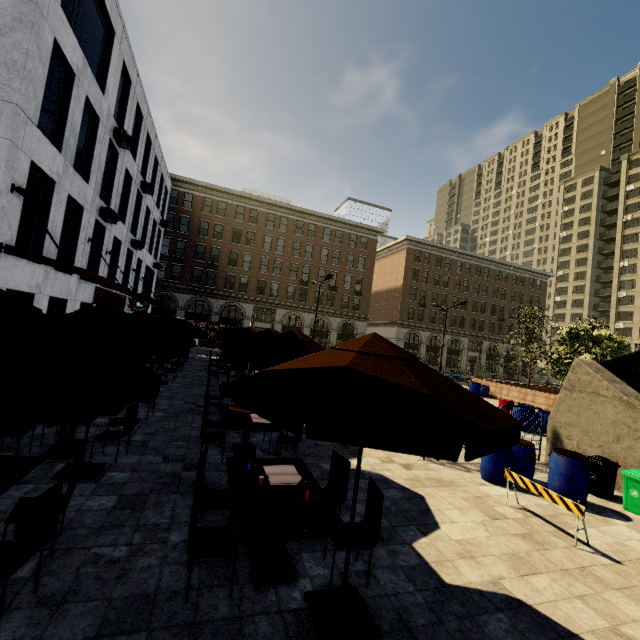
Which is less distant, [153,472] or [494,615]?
[494,615]

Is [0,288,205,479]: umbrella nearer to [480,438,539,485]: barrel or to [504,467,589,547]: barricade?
[504,467,589,547]: barricade

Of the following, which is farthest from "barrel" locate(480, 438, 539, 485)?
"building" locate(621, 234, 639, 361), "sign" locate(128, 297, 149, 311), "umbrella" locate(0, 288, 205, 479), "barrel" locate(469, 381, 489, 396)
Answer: "building" locate(621, 234, 639, 361)

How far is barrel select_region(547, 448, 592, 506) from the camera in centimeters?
677cm

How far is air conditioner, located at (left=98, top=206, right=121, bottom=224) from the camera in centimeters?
1528cm

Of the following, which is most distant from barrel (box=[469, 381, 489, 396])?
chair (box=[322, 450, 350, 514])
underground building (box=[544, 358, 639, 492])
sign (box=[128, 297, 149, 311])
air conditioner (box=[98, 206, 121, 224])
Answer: air conditioner (box=[98, 206, 121, 224])

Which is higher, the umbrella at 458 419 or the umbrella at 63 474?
the umbrella at 458 419

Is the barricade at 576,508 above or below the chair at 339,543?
above
